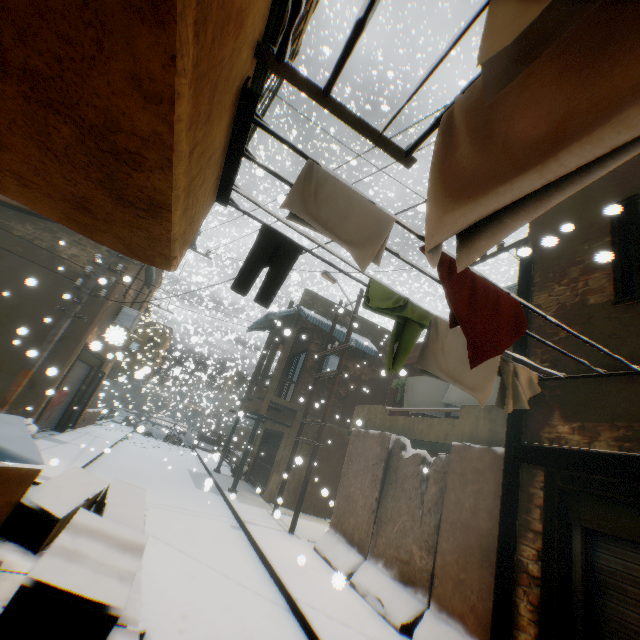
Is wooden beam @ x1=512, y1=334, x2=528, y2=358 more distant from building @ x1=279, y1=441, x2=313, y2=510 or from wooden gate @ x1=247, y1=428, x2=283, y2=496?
wooden gate @ x1=247, y1=428, x2=283, y2=496

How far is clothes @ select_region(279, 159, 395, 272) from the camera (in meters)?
2.29

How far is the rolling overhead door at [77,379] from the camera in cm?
1173

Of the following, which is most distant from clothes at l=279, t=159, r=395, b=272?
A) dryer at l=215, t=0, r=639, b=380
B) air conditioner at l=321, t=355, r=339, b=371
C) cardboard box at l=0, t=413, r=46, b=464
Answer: air conditioner at l=321, t=355, r=339, b=371

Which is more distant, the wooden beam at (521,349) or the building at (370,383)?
the building at (370,383)

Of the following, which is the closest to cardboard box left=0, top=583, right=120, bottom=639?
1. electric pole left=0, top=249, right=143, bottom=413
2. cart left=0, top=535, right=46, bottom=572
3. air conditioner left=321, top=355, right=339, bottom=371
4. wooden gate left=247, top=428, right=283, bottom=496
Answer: cart left=0, top=535, right=46, bottom=572

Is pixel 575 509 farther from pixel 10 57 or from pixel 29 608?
pixel 10 57

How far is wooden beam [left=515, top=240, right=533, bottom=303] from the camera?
5.0 meters
